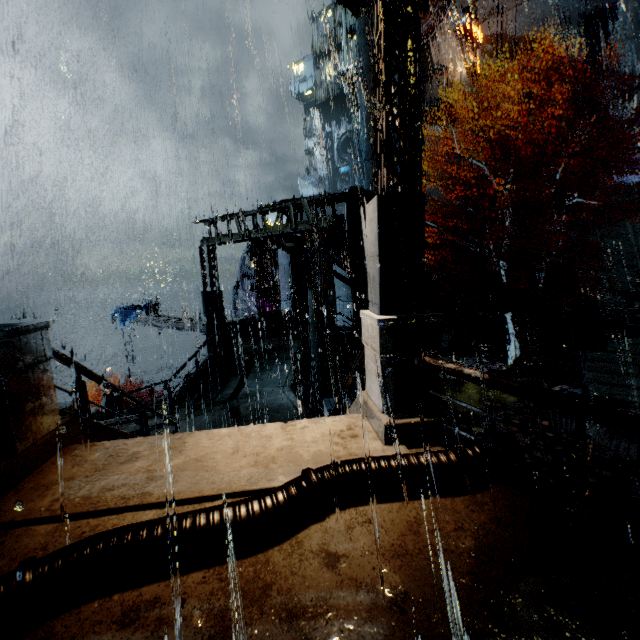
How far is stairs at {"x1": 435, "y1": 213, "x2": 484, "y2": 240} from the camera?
28.81m

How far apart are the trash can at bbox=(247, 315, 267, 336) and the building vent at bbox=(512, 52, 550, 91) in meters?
31.7

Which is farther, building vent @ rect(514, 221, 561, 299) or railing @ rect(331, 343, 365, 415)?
building vent @ rect(514, 221, 561, 299)

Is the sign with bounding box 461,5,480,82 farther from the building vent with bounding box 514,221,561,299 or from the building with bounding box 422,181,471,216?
the building vent with bounding box 514,221,561,299

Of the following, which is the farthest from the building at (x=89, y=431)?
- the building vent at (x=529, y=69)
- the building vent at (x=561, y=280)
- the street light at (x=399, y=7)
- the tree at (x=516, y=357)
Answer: the tree at (x=516, y=357)

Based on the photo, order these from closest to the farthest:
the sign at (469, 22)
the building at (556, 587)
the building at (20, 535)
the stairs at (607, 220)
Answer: the building at (556, 587), the building at (20, 535), the stairs at (607, 220), the sign at (469, 22)

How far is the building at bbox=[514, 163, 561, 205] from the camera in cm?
2625

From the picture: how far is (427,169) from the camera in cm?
3606
